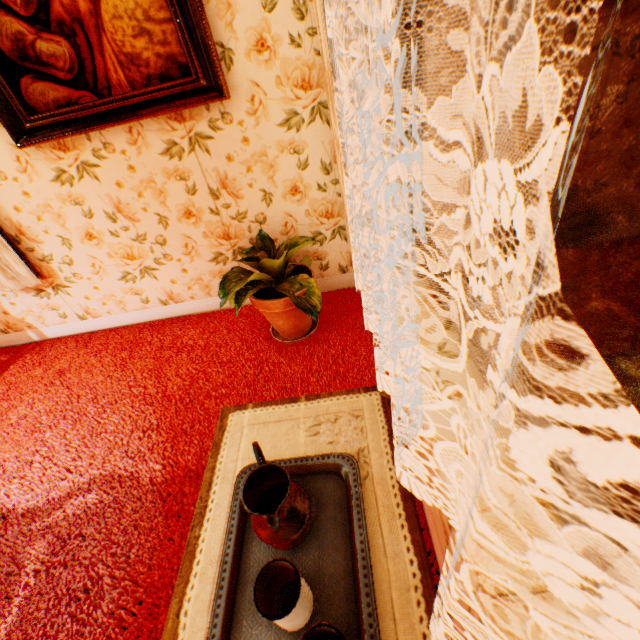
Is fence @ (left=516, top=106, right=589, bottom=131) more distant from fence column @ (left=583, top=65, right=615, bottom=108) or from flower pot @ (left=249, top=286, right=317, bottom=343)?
flower pot @ (left=249, top=286, right=317, bottom=343)

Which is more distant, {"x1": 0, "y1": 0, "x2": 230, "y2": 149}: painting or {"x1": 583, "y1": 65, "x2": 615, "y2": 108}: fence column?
{"x1": 583, "y1": 65, "x2": 615, "y2": 108}: fence column

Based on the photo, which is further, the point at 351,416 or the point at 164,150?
the point at 164,150

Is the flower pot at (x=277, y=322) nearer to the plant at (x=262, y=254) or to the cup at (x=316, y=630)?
the plant at (x=262, y=254)

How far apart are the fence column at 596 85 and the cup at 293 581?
→ 28.59m

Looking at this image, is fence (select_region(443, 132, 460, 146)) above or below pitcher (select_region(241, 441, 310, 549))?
below

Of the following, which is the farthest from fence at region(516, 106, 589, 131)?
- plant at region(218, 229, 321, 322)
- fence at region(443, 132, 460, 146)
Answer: plant at region(218, 229, 321, 322)

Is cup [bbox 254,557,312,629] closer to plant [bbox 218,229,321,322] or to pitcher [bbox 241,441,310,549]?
pitcher [bbox 241,441,310,549]
